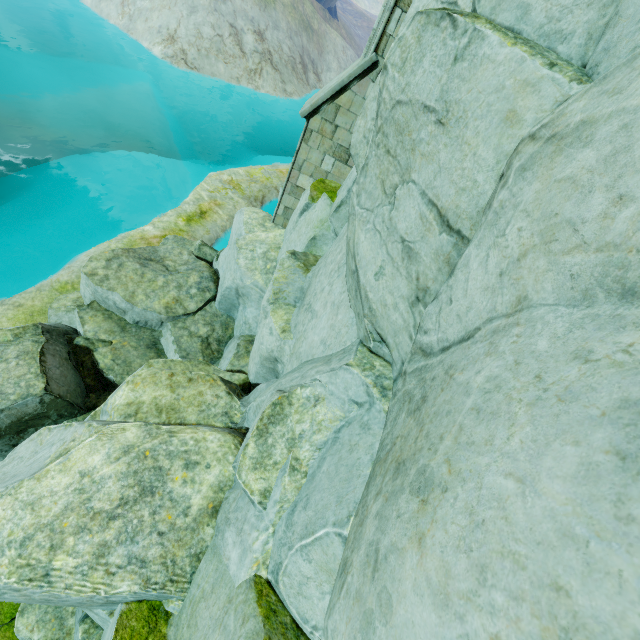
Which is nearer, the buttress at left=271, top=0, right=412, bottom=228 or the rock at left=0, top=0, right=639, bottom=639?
the rock at left=0, top=0, right=639, bottom=639

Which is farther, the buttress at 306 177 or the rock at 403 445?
the buttress at 306 177

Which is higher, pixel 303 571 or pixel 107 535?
pixel 303 571
